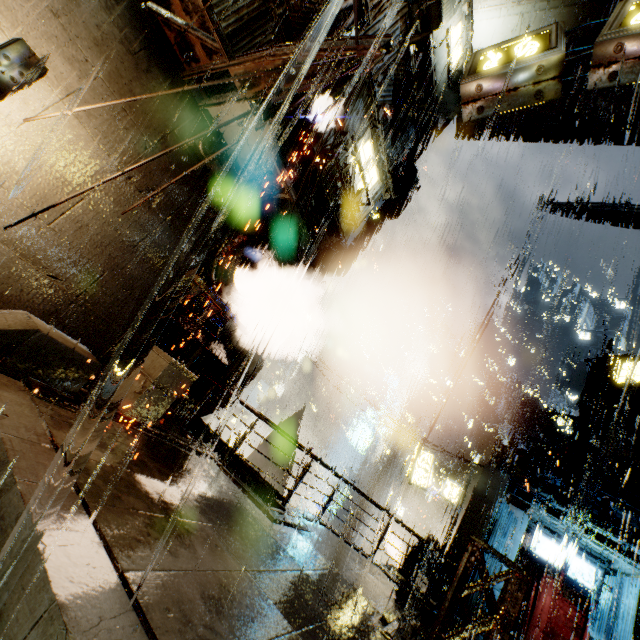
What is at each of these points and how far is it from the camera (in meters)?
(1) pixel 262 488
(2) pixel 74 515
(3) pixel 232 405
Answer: (1) building, 11.88
(2) stairs, 2.85
(3) building, 12.01

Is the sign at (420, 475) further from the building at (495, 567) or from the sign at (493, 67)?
the sign at (493, 67)

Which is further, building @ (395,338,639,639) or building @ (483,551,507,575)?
building @ (483,551,507,575)

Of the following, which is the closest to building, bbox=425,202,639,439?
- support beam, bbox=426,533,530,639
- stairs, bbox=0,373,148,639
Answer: support beam, bbox=426,533,530,639

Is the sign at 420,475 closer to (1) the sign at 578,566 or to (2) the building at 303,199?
(2) the building at 303,199

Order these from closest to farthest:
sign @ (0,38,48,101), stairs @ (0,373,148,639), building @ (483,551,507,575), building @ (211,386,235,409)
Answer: stairs @ (0,373,148,639) < sign @ (0,38,48,101) < building @ (211,386,235,409) < building @ (483,551,507,575)

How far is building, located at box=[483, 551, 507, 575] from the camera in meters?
15.0 m
